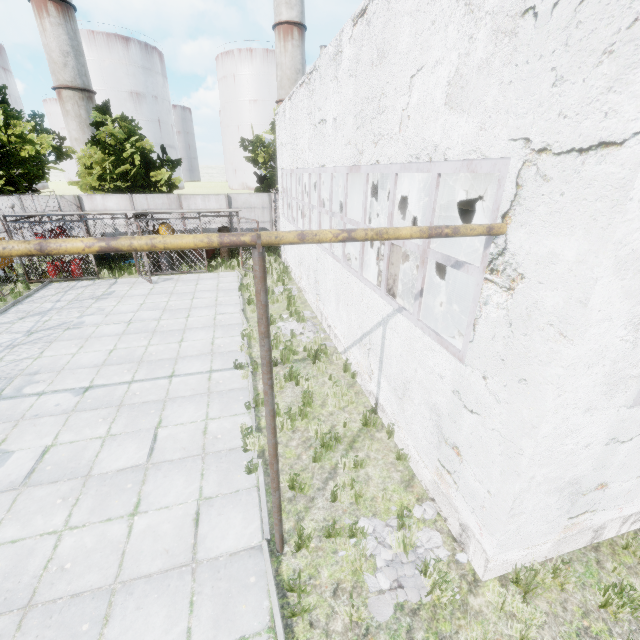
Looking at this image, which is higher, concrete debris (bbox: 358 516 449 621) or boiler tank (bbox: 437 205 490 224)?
boiler tank (bbox: 437 205 490 224)

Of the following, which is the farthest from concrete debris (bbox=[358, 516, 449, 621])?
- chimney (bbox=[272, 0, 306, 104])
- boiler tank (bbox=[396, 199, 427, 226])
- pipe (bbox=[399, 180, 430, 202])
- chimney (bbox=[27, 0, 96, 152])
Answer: chimney (bbox=[27, 0, 96, 152])

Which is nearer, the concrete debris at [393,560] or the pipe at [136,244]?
the pipe at [136,244]

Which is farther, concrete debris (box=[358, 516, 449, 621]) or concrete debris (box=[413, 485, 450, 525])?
concrete debris (box=[413, 485, 450, 525])

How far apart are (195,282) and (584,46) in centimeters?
1592cm

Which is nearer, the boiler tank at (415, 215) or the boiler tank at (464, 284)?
the boiler tank at (464, 284)

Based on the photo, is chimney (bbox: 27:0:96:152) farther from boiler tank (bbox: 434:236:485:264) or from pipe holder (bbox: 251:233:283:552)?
pipe holder (bbox: 251:233:283:552)

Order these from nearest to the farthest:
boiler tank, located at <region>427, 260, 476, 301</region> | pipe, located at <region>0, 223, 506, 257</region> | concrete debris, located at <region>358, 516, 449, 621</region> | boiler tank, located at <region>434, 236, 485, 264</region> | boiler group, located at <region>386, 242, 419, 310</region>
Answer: pipe, located at <region>0, 223, 506, 257</region>, concrete debris, located at <region>358, 516, 449, 621</region>, boiler group, located at <region>386, 242, 419, 310</region>, boiler tank, located at <region>434, 236, 485, 264</region>, boiler tank, located at <region>427, 260, 476, 301</region>
